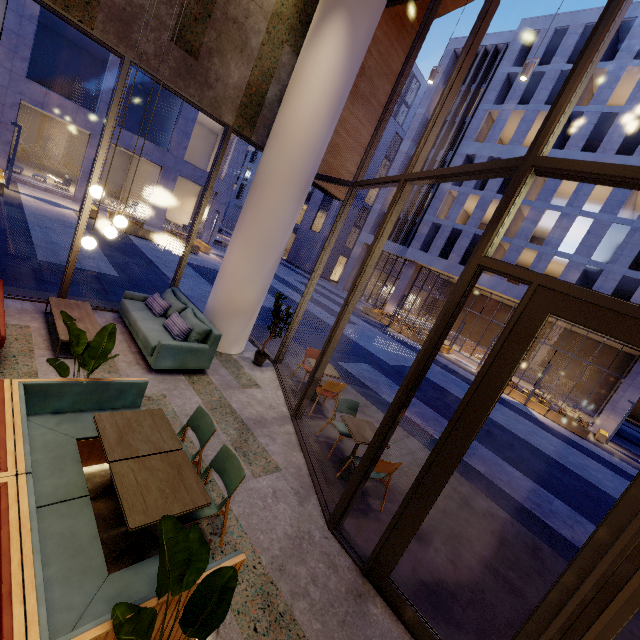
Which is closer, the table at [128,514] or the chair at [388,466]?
the table at [128,514]

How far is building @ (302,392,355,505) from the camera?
4.82m

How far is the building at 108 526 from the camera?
2.80m

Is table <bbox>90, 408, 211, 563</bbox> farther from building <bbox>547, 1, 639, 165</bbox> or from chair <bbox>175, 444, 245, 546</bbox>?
building <bbox>547, 1, 639, 165</bbox>

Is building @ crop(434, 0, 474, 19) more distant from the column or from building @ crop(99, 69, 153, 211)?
building @ crop(99, 69, 153, 211)

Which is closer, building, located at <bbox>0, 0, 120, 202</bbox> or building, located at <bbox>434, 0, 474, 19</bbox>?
building, located at <bbox>434, 0, 474, 19</bbox>

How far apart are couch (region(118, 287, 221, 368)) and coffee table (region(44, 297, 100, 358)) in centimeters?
54cm

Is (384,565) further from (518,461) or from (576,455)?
(576,455)
